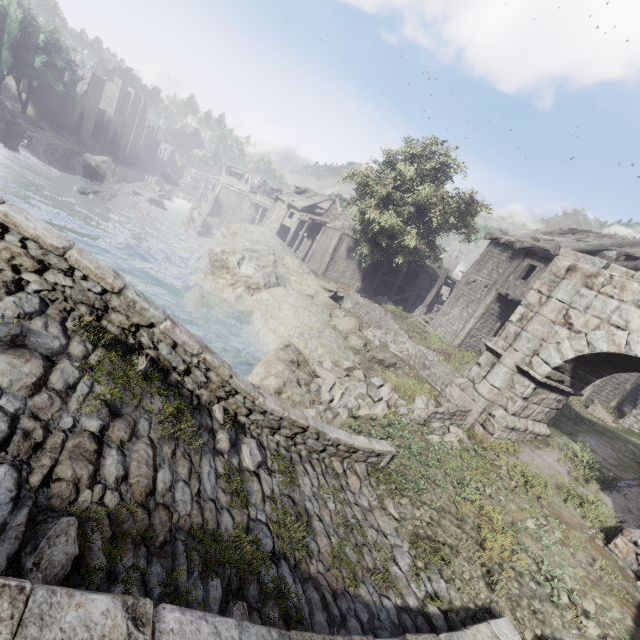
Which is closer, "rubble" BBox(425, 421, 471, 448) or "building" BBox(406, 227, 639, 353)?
"rubble" BBox(425, 421, 471, 448)

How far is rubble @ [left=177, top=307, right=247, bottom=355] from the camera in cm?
1518

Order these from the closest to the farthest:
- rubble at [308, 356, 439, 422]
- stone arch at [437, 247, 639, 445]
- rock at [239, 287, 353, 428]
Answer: stone arch at [437, 247, 639, 445] → rock at [239, 287, 353, 428] → rubble at [308, 356, 439, 422]

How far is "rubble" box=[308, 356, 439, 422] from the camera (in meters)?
10.45

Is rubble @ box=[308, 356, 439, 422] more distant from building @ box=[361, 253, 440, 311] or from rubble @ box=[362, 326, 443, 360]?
building @ box=[361, 253, 440, 311]

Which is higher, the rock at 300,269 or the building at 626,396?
the building at 626,396

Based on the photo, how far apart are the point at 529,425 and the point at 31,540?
12.6m

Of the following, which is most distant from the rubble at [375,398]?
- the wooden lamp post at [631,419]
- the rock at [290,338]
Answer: the wooden lamp post at [631,419]
